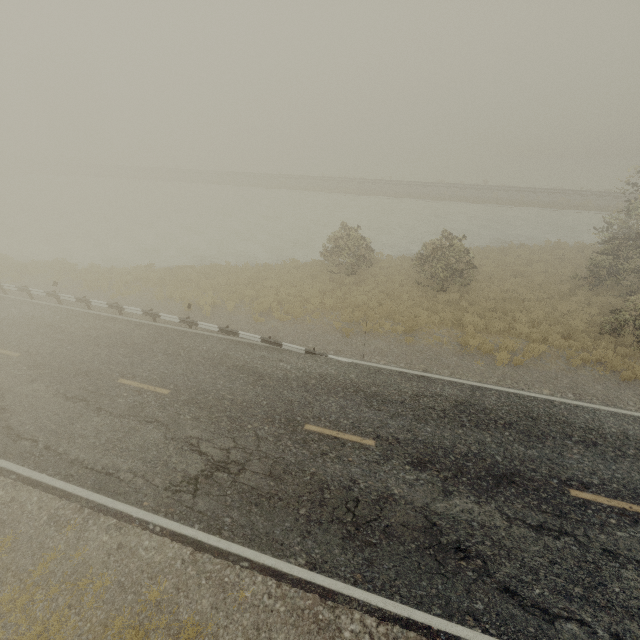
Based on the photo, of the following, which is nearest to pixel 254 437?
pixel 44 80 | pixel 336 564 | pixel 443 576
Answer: pixel 336 564
